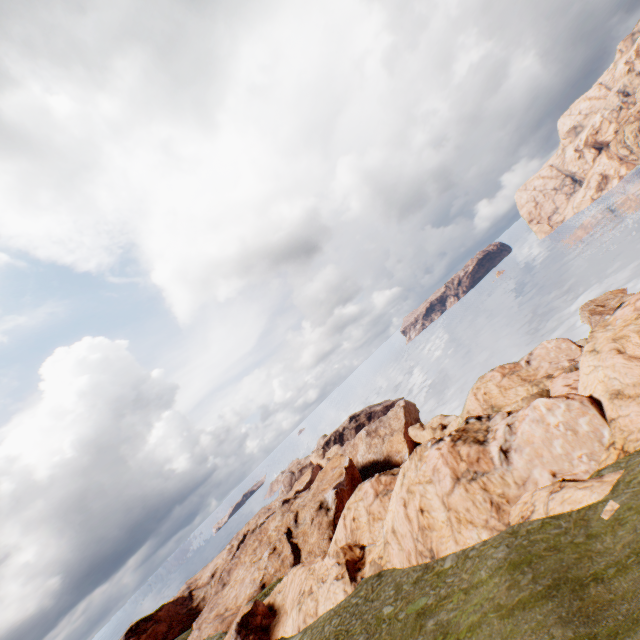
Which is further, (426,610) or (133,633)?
(133,633)
